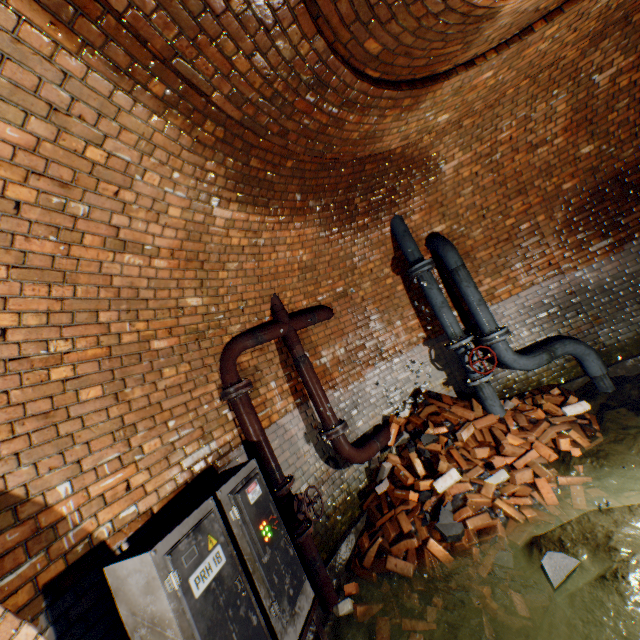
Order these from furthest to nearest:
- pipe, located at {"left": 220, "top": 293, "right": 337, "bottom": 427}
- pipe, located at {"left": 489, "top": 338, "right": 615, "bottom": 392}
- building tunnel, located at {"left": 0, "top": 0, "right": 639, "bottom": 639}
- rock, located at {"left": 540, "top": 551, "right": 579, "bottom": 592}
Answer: pipe, located at {"left": 489, "top": 338, "right": 615, "bottom": 392}
pipe, located at {"left": 220, "top": 293, "right": 337, "bottom": 427}
rock, located at {"left": 540, "top": 551, "right": 579, "bottom": 592}
building tunnel, located at {"left": 0, "top": 0, "right": 639, "bottom": 639}

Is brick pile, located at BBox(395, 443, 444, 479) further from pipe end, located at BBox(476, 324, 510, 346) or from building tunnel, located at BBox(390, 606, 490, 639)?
pipe end, located at BBox(476, 324, 510, 346)

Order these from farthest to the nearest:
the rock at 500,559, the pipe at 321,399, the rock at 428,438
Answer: the rock at 428,438
the pipe at 321,399
the rock at 500,559

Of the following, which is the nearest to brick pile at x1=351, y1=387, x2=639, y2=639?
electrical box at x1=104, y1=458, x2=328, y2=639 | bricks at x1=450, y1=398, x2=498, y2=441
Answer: bricks at x1=450, y1=398, x2=498, y2=441

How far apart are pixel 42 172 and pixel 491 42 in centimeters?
391cm

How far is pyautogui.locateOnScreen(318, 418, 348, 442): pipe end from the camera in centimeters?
400cm

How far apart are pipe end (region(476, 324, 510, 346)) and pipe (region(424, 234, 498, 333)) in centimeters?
5cm

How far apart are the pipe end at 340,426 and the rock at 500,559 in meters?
1.8 m
